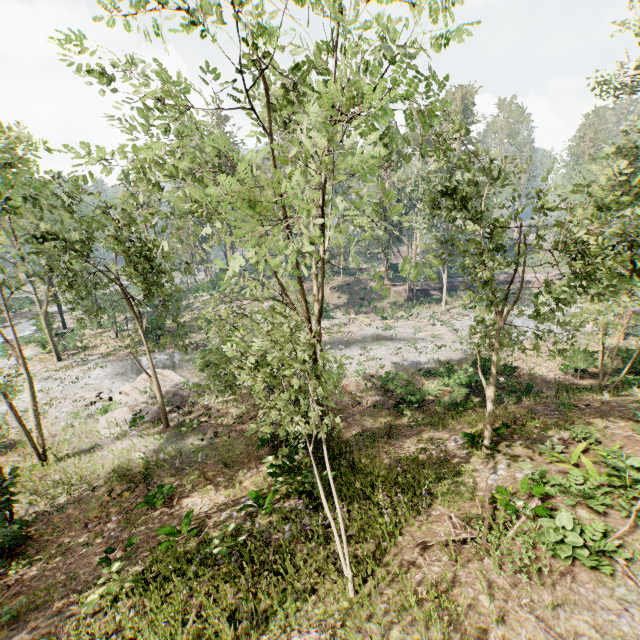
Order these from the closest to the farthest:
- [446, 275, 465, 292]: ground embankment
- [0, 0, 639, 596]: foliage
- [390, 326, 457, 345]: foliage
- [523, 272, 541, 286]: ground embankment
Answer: [0, 0, 639, 596]: foliage < [390, 326, 457, 345]: foliage < [446, 275, 465, 292]: ground embankment < [523, 272, 541, 286]: ground embankment

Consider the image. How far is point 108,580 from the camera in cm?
962

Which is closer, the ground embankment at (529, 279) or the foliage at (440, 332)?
the foliage at (440, 332)

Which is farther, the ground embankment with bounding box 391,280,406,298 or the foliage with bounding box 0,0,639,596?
the ground embankment with bounding box 391,280,406,298

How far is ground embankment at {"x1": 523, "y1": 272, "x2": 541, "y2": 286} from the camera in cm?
5178

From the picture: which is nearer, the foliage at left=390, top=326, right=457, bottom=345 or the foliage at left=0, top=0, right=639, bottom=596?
the foliage at left=0, top=0, right=639, bottom=596

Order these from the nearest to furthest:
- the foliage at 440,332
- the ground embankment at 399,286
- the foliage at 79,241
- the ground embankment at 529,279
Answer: the foliage at 79,241 → the foliage at 440,332 → the ground embankment at 399,286 → the ground embankment at 529,279
